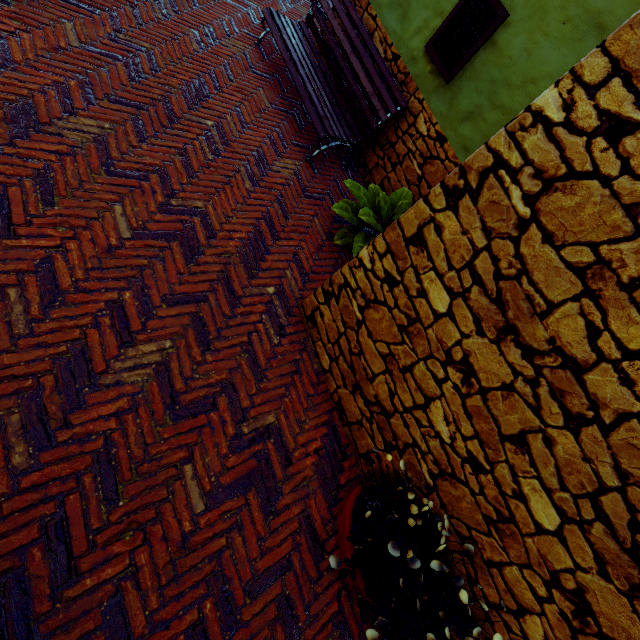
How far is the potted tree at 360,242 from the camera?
3.29m

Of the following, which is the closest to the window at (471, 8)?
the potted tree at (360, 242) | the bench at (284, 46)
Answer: the bench at (284, 46)

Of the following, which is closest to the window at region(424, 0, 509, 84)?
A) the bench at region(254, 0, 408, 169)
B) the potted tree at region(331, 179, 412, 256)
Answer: the bench at region(254, 0, 408, 169)

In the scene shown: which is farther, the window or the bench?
the bench

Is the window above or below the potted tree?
above

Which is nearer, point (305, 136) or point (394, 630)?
point (394, 630)

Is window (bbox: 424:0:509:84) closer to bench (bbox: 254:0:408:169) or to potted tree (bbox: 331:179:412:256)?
bench (bbox: 254:0:408:169)

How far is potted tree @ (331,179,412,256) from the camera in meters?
3.3
